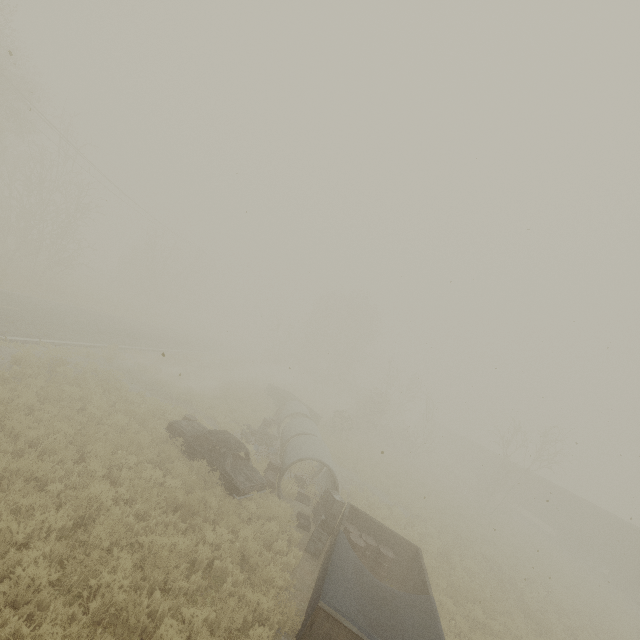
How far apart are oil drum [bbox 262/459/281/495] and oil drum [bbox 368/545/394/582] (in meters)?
2.82

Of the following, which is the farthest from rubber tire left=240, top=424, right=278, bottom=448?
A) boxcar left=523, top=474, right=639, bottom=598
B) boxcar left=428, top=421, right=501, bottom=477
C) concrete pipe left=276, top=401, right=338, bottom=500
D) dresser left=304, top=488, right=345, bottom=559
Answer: boxcar left=428, top=421, right=501, bottom=477

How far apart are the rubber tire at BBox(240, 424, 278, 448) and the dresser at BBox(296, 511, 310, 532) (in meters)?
5.35

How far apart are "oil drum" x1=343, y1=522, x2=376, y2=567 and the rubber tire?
7.14m

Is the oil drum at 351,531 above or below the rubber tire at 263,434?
above

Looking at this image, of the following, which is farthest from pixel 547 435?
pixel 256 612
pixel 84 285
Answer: pixel 84 285

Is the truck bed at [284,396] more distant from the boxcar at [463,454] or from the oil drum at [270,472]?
the boxcar at [463,454]

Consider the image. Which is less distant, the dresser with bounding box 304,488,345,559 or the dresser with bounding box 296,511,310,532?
the dresser with bounding box 304,488,345,559
